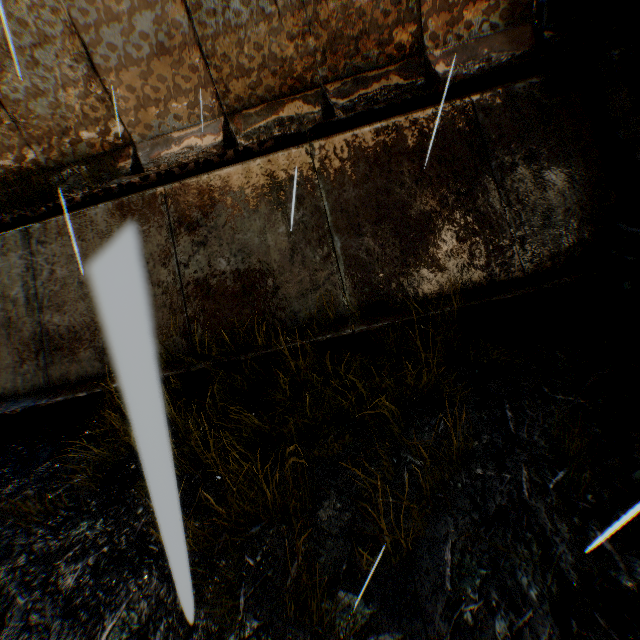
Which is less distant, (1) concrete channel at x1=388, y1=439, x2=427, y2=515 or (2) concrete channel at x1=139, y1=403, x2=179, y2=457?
(2) concrete channel at x1=139, y1=403, x2=179, y2=457

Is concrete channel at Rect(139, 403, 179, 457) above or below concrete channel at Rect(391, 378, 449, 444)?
above

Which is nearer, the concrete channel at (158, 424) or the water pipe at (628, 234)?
the concrete channel at (158, 424)

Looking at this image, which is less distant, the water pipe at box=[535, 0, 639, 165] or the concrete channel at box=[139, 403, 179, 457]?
the concrete channel at box=[139, 403, 179, 457]

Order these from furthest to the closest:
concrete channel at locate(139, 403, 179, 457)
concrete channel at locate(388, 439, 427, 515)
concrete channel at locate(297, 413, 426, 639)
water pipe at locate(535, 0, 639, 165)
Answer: water pipe at locate(535, 0, 639, 165)
concrete channel at locate(388, 439, 427, 515)
concrete channel at locate(297, 413, 426, 639)
concrete channel at locate(139, 403, 179, 457)

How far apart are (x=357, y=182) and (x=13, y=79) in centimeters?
704cm

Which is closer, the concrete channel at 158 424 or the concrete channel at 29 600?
the concrete channel at 158 424

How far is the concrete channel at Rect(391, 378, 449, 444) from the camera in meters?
3.0 m
